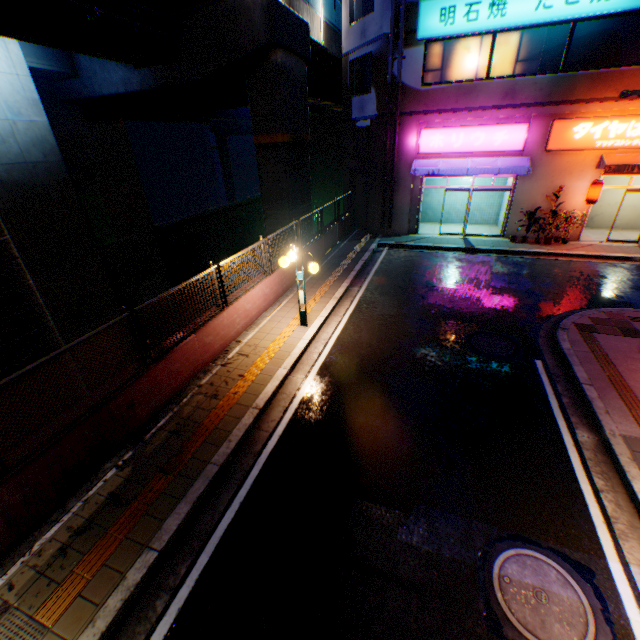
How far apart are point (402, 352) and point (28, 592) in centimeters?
776cm

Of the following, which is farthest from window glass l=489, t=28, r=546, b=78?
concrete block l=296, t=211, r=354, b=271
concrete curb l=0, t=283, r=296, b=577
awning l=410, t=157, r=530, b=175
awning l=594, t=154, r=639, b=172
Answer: concrete curb l=0, t=283, r=296, b=577

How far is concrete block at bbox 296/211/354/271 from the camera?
12.6m

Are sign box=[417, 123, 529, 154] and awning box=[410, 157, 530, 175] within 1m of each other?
yes

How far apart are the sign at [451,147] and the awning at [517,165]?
0.2m

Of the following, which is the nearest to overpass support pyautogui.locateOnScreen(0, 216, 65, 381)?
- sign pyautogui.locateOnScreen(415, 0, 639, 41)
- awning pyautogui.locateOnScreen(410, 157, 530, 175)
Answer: sign pyautogui.locateOnScreen(415, 0, 639, 41)

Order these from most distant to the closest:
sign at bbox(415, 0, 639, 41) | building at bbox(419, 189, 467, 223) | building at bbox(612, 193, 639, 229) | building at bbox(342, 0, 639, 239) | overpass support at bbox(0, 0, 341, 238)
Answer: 1. building at bbox(419, 189, 467, 223)
2. building at bbox(612, 193, 639, 229)
3. building at bbox(342, 0, 639, 239)
4. sign at bbox(415, 0, 639, 41)
5. overpass support at bbox(0, 0, 341, 238)

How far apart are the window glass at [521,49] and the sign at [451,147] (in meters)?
1.59
